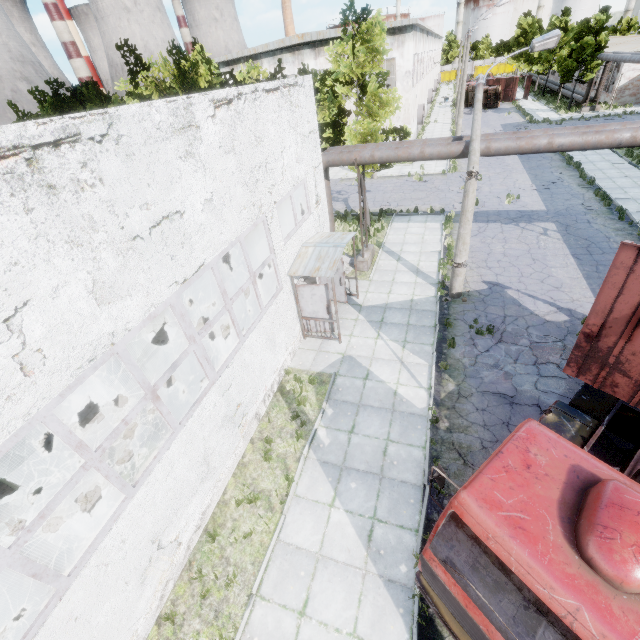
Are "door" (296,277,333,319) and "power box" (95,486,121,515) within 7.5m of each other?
yes

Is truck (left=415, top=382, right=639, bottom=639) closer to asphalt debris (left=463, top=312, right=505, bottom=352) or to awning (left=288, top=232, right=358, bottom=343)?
asphalt debris (left=463, top=312, right=505, bottom=352)

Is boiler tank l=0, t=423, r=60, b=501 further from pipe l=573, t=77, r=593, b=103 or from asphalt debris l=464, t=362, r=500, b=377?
pipe l=573, t=77, r=593, b=103

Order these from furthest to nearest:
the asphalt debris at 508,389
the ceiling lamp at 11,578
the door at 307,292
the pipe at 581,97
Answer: the pipe at 581,97, the door at 307,292, the asphalt debris at 508,389, the ceiling lamp at 11,578

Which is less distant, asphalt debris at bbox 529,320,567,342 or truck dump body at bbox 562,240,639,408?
truck dump body at bbox 562,240,639,408

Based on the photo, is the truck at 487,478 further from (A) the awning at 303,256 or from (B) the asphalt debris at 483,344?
(A) the awning at 303,256

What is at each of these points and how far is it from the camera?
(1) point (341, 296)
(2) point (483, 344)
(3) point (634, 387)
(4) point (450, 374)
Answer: (1) door, 13.7m
(2) asphalt debris, 10.9m
(3) truck dump body, 5.0m
(4) asphalt debris, 10.1m

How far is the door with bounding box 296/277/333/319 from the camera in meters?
11.3
